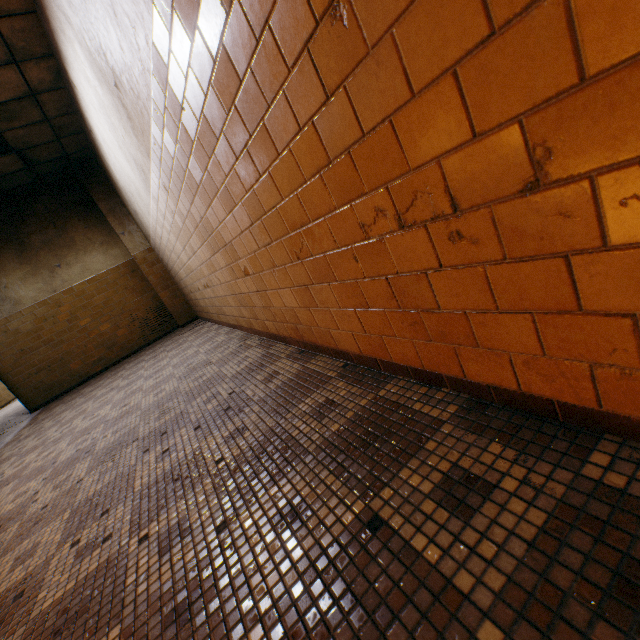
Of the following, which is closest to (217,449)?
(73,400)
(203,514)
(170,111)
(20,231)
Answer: (203,514)

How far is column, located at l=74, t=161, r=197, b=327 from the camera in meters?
6.9

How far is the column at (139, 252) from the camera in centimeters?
690cm
